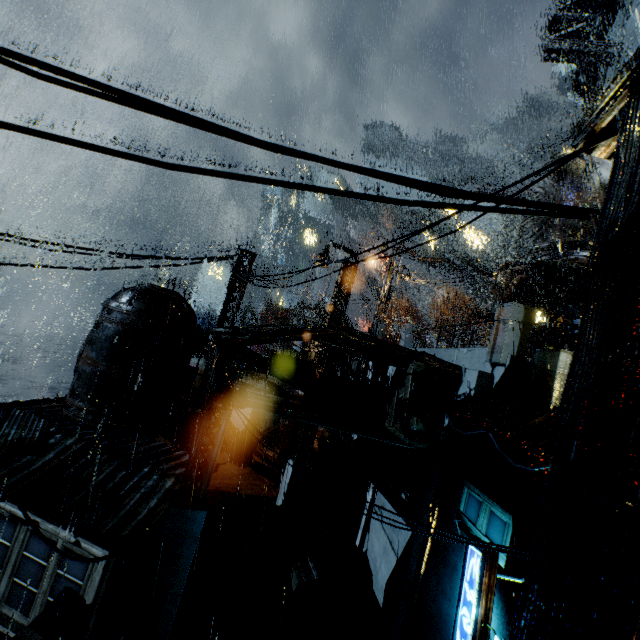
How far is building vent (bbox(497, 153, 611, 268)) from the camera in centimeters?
1884cm

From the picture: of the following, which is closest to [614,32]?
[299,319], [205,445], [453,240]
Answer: [453,240]

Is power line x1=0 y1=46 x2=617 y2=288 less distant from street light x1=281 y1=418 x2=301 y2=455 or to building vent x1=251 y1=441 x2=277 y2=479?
street light x1=281 y1=418 x2=301 y2=455

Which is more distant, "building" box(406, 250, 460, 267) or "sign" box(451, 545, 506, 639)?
"building" box(406, 250, 460, 267)

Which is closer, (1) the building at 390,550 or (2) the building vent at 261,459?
(1) the building at 390,550

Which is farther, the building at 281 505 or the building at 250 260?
the building at 250 260

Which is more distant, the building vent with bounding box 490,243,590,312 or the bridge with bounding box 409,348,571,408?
the building vent with bounding box 490,243,590,312

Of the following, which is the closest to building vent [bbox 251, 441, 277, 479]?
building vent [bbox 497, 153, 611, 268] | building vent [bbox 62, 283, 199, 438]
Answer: building vent [bbox 62, 283, 199, 438]
